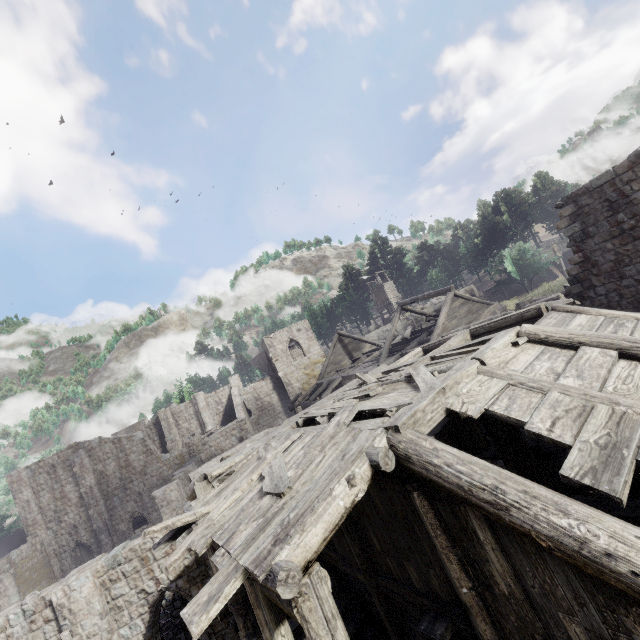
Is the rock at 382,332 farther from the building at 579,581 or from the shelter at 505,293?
the building at 579,581

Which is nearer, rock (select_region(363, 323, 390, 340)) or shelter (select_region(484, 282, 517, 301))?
→ shelter (select_region(484, 282, 517, 301))

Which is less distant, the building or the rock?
the building

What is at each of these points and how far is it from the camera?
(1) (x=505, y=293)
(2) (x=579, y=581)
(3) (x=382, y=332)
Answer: (1) shelter, 46.8m
(2) building, 3.4m
(3) rock, 52.3m

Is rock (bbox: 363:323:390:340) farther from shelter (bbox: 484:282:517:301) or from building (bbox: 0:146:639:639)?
building (bbox: 0:146:639:639)

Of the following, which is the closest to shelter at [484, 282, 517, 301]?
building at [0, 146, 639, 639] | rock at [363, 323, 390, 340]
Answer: rock at [363, 323, 390, 340]

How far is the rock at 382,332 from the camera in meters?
51.2 m

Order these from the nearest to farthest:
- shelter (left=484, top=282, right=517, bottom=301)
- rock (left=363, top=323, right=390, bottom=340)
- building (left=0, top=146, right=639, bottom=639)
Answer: building (left=0, top=146, right=639, bottom=639) < shelter (left=484, top=282, right=517, bottom=301) < rock (left=363, top=323, right=390, bottom=340)
